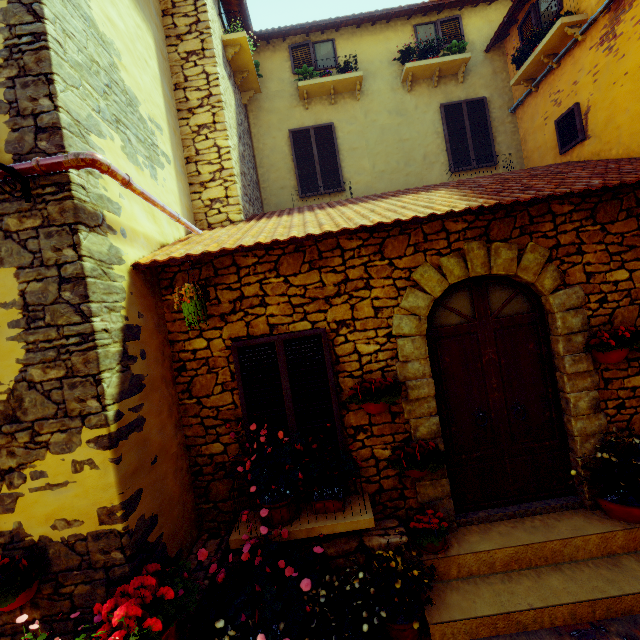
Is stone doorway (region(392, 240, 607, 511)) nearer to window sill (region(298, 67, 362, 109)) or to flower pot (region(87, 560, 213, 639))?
flower pot (region(87, 560, 213, 639))

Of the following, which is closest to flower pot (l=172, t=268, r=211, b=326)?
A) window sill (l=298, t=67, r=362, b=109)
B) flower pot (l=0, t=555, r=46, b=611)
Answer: flower pot (l=0, t=555, r=46, b=611)

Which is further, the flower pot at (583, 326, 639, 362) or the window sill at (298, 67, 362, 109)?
the window sill at (298, 67, 362, 109)

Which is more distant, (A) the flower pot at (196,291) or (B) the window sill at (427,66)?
(B) the window sill at (427,66)

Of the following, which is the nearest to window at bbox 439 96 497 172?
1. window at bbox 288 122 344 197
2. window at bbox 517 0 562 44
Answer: window at bbox 517 0 562 44

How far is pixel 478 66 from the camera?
7.8 meters

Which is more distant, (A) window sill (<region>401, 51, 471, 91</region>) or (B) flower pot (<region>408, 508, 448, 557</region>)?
(A) window sill (<region>401, 51, 471, 91</region>)

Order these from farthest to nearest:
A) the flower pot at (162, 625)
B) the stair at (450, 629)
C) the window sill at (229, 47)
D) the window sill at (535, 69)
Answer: the window sill at (229, 47) → the window sill at (535, 69) → the stair at (450, 629) → the flower pot at (162, 625)
